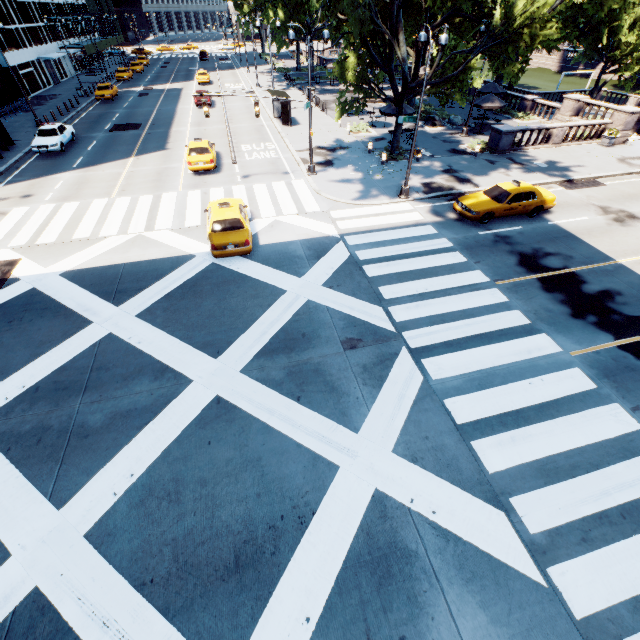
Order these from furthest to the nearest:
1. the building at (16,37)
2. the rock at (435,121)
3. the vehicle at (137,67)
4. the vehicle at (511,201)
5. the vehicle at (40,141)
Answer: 1. the vehicle at (137,67)
2. the building at (16,37)
3. the rock at (435,121)
4. the vehicle at (40,141)
5. the vehicle at (511,201)

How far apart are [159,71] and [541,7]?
66.72m

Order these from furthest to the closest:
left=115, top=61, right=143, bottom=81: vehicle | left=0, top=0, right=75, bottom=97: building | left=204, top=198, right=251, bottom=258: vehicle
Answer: left=115, top=61, right=143, bottom=81: vehicle < left=0, top=0, right=75, bottom=97: building < left=204, top=198, right=251, bottom=258: vehicle

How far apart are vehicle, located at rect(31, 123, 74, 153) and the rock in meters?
31.2 m

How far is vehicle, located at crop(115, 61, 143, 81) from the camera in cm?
4975

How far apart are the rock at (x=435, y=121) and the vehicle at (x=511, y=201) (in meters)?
16.19

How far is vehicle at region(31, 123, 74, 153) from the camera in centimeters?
2434cm

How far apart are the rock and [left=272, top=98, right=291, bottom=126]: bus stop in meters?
12.7
